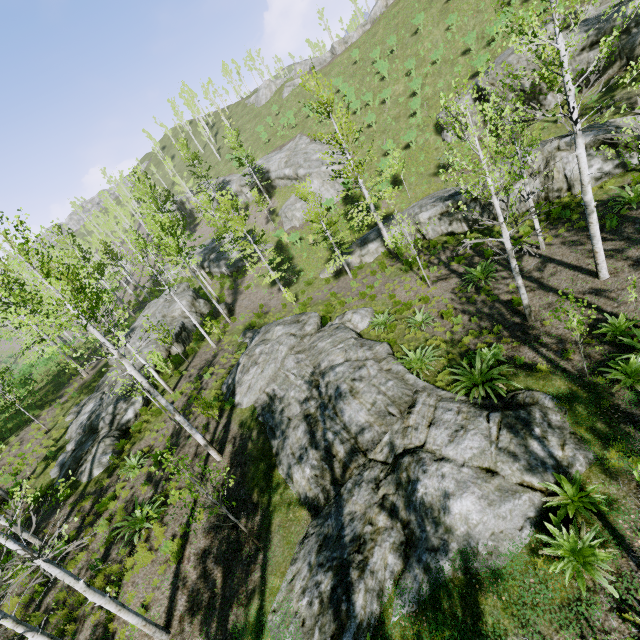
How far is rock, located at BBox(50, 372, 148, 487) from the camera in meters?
15.3

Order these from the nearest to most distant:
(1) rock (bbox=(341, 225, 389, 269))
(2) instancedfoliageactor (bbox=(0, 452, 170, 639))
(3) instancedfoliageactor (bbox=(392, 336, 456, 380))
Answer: (2) instancedfoliageactor (bbox=(0, 452, 170, 639))
(3) instancedfoliageactor (bbox=(392, 336, 456, 380))
(1) rock (bbox=(341, 225, 389, 269))

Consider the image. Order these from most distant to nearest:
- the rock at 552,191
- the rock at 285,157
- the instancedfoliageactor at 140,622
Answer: the rock at 285,157
the rock at 552,191
the instancedfoliageactor at 140,622

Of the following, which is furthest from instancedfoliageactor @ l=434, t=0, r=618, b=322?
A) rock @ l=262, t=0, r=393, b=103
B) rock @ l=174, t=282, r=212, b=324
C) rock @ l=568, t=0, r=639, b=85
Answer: rock @ l=262, t=0, r=393, b=103

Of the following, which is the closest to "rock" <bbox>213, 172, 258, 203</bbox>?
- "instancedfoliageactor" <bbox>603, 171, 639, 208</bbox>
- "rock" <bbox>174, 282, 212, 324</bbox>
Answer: "rock" <bbox>174, 282, 212, 324</bbox>

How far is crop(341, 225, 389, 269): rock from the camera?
23.62m

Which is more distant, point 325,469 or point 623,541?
point 325,469

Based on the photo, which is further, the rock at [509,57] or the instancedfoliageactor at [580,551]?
the rock at [509,57]
